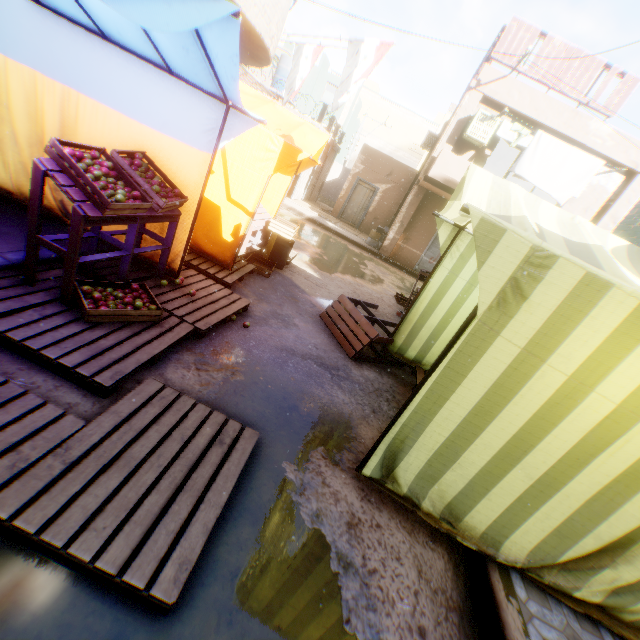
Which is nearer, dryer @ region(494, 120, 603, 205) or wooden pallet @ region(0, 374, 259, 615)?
wooden pallet @ region(0, 374, 259, 615)

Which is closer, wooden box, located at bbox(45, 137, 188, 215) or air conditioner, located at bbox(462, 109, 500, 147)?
wooden box, located at bbox(45, 137, 188, 215)

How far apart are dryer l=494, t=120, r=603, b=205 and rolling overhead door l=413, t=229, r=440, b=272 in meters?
0.6

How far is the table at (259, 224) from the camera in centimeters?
613cm

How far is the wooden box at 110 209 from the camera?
2.5m

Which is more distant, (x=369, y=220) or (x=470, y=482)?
(x=369, y=220)

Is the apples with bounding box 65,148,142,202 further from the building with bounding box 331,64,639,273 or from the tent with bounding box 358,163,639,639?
the building with bounding box 331,64,639,273

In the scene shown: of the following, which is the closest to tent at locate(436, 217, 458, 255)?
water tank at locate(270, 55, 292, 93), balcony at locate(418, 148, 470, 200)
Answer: balcony at locate(418, 148, 470, 200)
